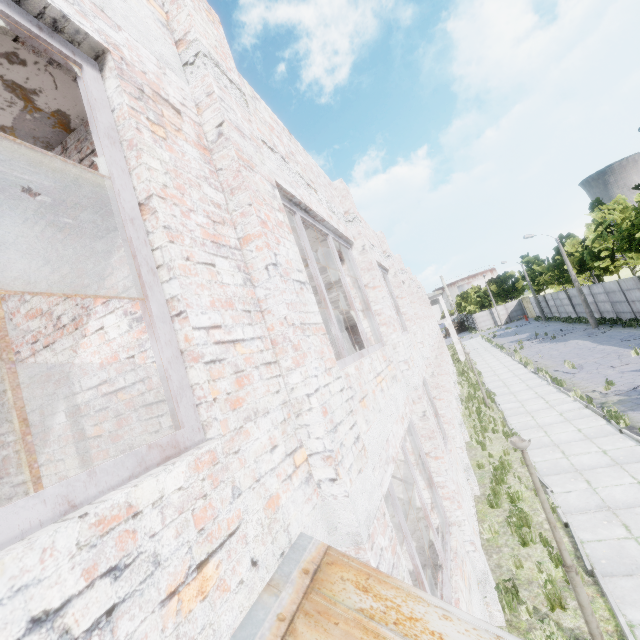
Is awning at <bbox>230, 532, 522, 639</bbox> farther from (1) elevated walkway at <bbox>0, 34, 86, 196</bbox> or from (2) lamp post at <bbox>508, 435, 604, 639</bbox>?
(2) lamp post at <bbox>508, 435, 604, 639</bbox>

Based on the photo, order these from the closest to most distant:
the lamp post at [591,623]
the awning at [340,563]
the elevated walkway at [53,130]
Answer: the awning at [340,563] < the elevated walkway at [53,130] < the lamp post at [591,623]

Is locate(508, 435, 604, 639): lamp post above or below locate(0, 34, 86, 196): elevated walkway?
below

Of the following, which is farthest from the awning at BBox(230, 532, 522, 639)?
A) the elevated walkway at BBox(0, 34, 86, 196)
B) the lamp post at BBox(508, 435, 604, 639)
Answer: the lamp post at BBox(508, 435, 604, 639)

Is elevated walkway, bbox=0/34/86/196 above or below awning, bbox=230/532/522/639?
above

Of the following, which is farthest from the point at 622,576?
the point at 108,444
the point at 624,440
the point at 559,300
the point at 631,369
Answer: the point at 559,300

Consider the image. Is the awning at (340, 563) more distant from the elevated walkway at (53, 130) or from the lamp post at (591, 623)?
the lamp post at (591, 623)

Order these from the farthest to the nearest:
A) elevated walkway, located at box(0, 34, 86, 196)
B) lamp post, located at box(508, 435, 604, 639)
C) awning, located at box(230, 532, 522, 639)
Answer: lamp post, located at box(508, 435, 604, 639)
elevated walkway, located at box(0, 34, 86, 196)
awning, located at box(230, 532, 522, 639)
